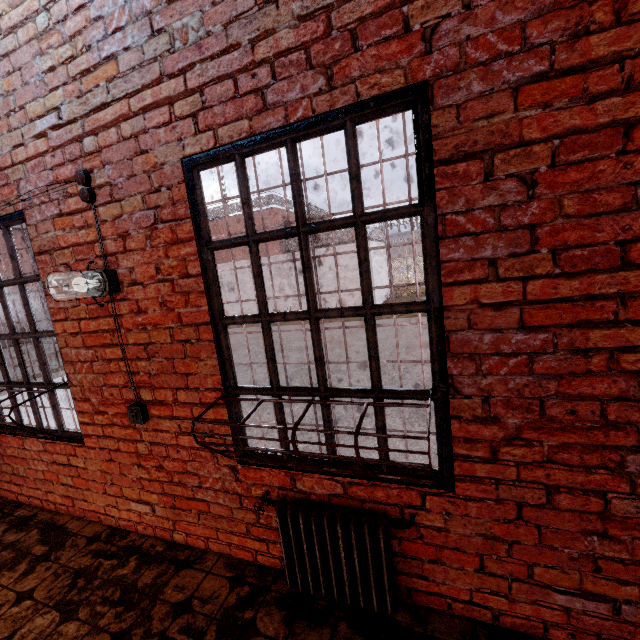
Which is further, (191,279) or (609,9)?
(191,279)

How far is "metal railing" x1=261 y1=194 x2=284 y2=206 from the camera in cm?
2107

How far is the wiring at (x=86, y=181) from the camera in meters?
2.1 m

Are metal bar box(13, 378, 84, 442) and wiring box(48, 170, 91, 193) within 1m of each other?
yes

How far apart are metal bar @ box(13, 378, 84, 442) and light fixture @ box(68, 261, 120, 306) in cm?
62

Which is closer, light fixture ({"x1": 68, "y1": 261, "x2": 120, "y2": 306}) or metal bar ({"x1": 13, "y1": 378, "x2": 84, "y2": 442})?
light fixture ({"x1": 68, "y1": 261, "x2": 120, "y2": 306})

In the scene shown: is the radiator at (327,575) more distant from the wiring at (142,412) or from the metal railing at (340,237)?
the metal railing at (340,237)

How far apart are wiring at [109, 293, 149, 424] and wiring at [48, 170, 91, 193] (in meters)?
0.17
